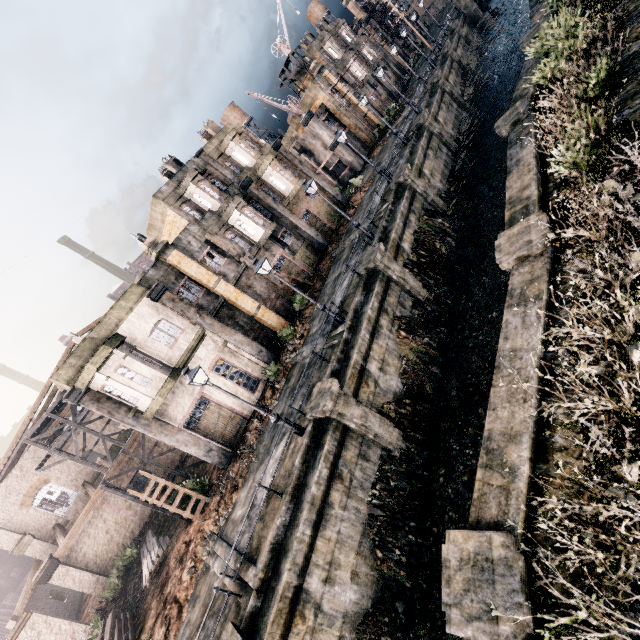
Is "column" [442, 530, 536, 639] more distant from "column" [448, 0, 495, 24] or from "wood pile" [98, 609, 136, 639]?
"column" [448, 0, 495, 24]

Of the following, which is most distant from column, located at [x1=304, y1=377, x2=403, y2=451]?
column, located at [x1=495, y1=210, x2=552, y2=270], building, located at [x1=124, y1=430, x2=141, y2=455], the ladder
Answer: building, located at [x1=124, y1=430, x2=141, y2=455]

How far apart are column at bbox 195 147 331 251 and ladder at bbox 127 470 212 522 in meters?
22.1 m

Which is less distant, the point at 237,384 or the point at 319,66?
the point at 237,384

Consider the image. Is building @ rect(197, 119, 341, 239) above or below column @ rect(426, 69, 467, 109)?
above

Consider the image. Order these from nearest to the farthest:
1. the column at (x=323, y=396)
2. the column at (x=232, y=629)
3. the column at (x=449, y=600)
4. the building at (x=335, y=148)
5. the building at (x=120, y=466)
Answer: the column at (x=449, y=600) < the column at (x=232, y=629) < the column at (x=323, y=396) < the building at (x=120, y=466) < the building at (x=335, y=148)

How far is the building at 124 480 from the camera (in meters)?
26.19

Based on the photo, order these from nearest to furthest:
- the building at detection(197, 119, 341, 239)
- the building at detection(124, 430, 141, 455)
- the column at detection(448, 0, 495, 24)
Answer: the building at detection(124, 430, 141, 455) → the building at detection(197, 119, 341, 239) → the column at detection(448, 0, 495, 24)
